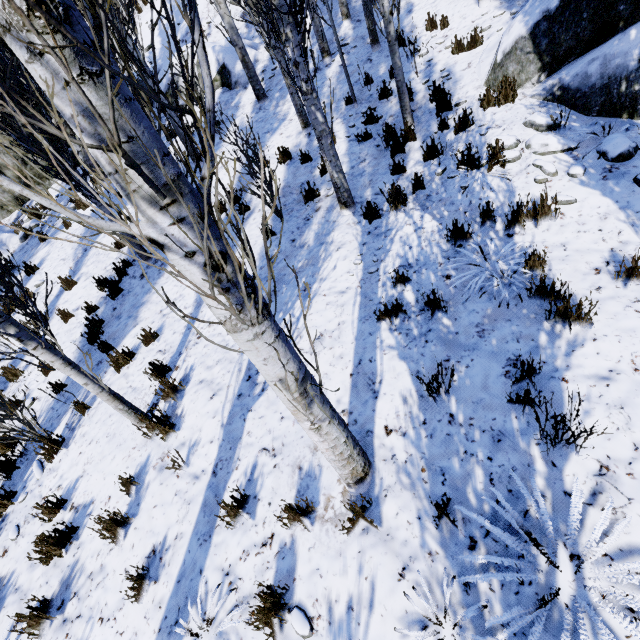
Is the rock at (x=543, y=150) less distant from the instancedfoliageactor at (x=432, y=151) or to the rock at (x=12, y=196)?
the instancedfoliageactor at (x=432, y=151)

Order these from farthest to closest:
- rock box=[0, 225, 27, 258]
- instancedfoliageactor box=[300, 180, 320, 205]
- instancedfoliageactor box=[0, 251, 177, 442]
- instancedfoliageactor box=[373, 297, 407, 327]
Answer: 1. rock box=[0, 225, 27, 258]
2. instancedfoliageactor box=[300, 180, 320, 205]
3. instancedfoliageactor box=[373, 297, 407, 327]
4. instancedfoliageactor box=[0, 251, 177, 442]

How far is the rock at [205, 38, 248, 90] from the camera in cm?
1143

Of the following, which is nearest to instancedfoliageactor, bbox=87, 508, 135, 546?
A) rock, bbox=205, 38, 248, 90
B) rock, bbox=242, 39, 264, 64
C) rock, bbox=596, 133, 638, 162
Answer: rock, bbox=242, 39, 264, 64

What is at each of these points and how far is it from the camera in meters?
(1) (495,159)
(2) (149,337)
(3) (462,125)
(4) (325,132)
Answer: (1) instancedfoliageactor, 4.8
(2) instancedfoliageactor, 5.7
(3) instancedfoliageactor, 5.6
(4) instancedfoliageactor, 5.1

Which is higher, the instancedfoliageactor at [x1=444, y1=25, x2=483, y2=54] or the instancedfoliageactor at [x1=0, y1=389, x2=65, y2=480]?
the instancedfoliageactor at [x1=444, y1=25, x2=483, y2=54]

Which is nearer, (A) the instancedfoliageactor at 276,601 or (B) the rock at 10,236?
(A) the instancedfoliageactor at 276,601

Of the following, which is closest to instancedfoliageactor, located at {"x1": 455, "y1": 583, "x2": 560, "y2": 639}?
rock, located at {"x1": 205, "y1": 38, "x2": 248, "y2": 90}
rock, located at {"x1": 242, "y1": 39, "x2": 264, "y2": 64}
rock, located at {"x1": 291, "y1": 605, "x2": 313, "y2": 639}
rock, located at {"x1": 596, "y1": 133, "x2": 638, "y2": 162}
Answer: rock, located at {"x1": 291, "y1": 605, "x2": 313, "y2": 639}
